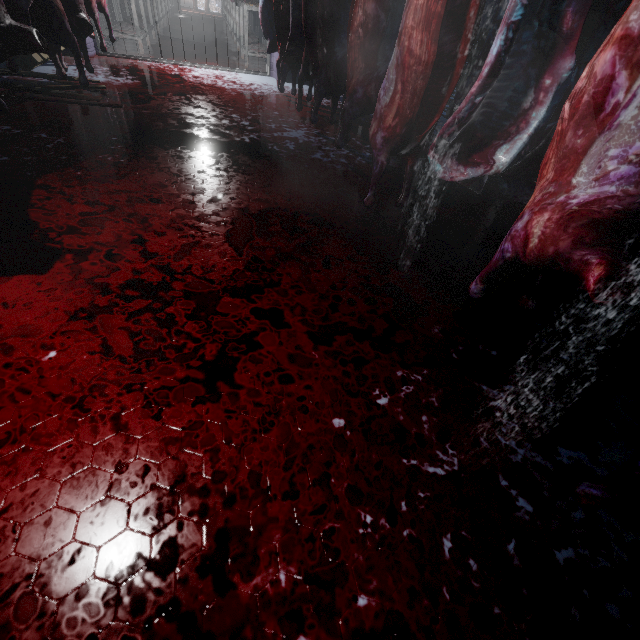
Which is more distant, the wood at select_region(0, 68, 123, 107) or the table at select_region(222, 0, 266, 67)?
the table at select_region(222, 0, 266, 67)

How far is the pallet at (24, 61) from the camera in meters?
3.4 m

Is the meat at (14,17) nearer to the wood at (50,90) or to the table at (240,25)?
the wood at (50,90)

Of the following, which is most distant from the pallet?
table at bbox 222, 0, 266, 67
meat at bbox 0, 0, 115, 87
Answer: table at bbox 222, 0, 266, 67

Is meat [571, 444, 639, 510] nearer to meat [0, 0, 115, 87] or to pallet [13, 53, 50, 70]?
meat [0, 0, 115, 87]

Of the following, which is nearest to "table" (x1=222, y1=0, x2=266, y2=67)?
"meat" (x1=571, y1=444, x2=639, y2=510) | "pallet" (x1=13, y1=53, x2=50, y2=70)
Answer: "pallet" (x1=13, y1=53, x2=50, y2=70)

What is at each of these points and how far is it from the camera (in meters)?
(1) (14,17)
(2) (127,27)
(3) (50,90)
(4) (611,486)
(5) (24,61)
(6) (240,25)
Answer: Answer:
(1) meat, 2.01
(2) table, 5.66
(3) wood, 3.04
(4) meat, 0.90
(5) pallet, 3.43
(6) table, 5.86

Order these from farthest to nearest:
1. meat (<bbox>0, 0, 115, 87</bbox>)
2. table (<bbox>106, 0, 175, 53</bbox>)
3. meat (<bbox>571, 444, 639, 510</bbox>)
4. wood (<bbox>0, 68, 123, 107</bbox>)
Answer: table (<bbox>106, 0, 175, 53</bbox>)
wood (<bbox>0, 68, 123, 107</bbox>)
meat (<bbox>0, 0, 115, 87</bbox>)
meat (<bbox>571, 444, 639, 510</bbox>)
